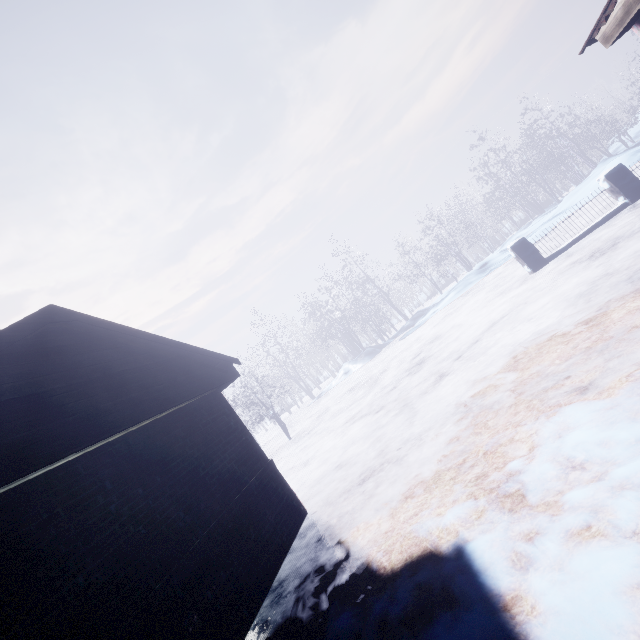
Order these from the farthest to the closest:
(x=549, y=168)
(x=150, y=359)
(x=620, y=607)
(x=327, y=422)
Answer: (x=549, y=168) < (x=327, y=422) < (x=150, y=359) < (x=620, y=607)
